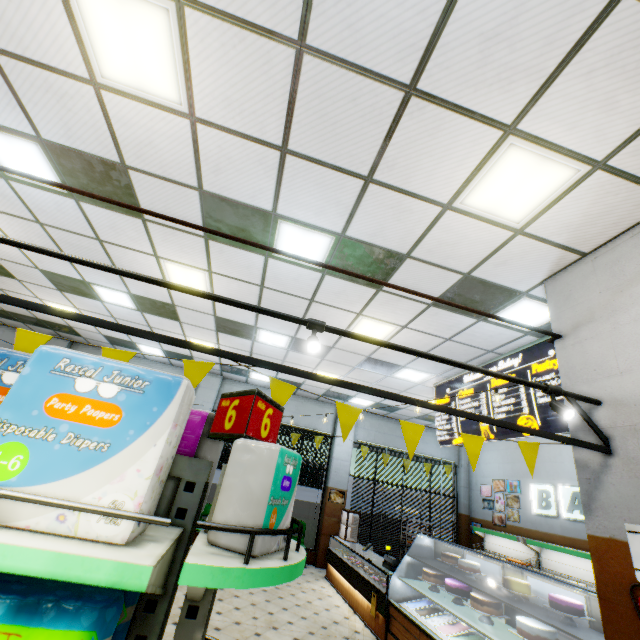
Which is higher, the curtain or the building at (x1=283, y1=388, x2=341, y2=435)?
the building at (x1=283, y1=388, x2=341, y2=435)

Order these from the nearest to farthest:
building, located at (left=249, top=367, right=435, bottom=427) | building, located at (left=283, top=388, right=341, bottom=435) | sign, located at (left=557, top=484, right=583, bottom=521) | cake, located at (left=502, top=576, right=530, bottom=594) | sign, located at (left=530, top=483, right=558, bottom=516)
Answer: cake, located at (left=502, top=576, right=530, bottom=594) < sign, located at (left=557, top=484, right=583, bottom=521) < sign, located at (left=530, top=483, right=558, bottom=516) < building, located at (left=249, top=367, right=435, bottom=427) < building, located at (left=283, top=388, right=341, bottom=435)

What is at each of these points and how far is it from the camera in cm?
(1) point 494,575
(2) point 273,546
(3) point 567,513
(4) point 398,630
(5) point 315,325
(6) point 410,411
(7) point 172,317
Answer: (1) bread shelf, 965
(2) diaper, 117
(3) sign, 825
(4) bakery counter, 524
(5) light truss, 265
(6) building, 1109
(7) building, 744

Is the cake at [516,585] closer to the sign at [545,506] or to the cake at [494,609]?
the cake at [494,609]

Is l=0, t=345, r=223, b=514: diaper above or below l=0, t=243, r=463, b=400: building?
below

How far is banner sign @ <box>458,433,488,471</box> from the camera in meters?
2.6

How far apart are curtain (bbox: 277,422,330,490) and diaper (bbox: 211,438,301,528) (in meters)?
10.13

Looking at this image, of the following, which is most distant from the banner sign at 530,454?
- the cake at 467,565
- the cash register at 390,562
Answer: the cash register at 390,562
